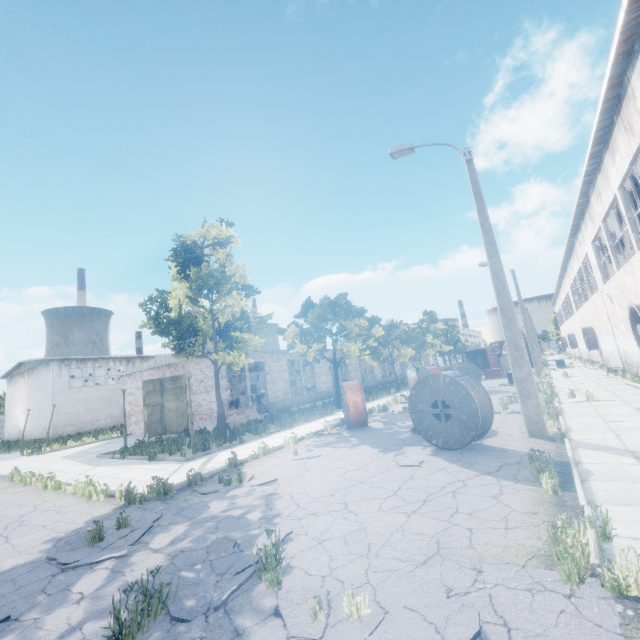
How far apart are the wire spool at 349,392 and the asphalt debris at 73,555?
7.85m

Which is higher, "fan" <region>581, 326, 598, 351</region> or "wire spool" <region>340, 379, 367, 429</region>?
"fan" <region>581, 326, 598, 351</region>

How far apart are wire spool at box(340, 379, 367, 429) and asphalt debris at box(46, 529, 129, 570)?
7.8 meters

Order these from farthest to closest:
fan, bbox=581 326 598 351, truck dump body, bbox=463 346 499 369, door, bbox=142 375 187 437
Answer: truck dump body, bbox=463 346 499 369
fan, bbox=581 326 598 351
door, bbox=142 375 187 437

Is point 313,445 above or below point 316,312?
below

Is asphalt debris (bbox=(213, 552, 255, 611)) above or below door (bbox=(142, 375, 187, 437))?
below

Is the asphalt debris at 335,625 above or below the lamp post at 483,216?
below

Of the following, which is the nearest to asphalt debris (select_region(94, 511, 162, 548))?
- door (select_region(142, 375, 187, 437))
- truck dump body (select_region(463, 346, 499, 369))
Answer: door (select_region(142, 375, 187, 437))
